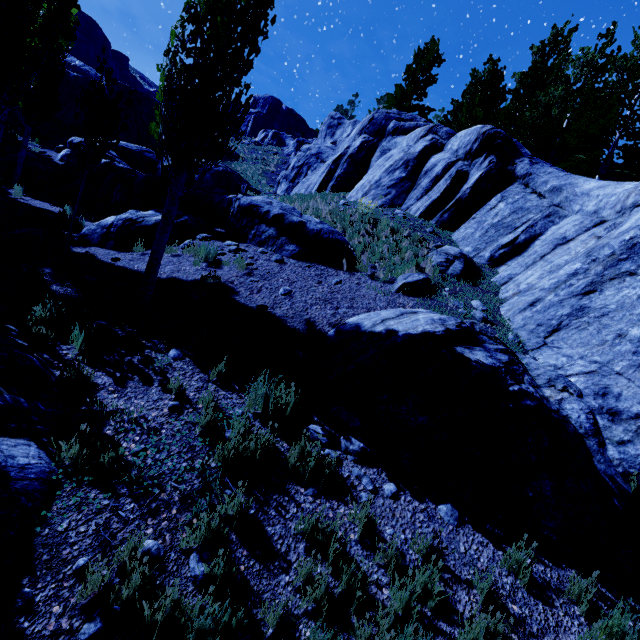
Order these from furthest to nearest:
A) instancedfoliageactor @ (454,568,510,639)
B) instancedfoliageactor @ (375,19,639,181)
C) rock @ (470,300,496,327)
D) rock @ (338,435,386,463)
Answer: instancedfoliageactor @ (375,19,639,181)
rock @ (470,300,496,327)
rock @ (338,435,386,463)
instancedfoliageactor @ (454,568,510,639)

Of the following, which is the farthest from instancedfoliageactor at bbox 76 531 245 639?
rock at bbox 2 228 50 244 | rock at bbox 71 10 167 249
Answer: rock at bbox 71 10 167 249

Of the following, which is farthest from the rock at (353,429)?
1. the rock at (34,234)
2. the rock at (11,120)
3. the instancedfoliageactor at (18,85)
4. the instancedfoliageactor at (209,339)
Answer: the rock at (11,120)

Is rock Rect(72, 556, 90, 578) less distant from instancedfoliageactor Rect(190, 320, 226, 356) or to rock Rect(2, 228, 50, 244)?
rock Rect(2, 228, 50, 244)

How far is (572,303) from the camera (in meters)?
7.03

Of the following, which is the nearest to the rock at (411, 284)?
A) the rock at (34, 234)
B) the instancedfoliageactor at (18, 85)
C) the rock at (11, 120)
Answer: the instancedfoliageactor at (18, 85)

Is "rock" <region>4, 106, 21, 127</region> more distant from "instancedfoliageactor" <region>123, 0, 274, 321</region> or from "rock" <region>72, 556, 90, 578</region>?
"rock" <region>72, 556, 90, 578</region>

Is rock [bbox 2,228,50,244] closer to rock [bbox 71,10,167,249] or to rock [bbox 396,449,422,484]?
rock [bbox 396,449,422,484]
